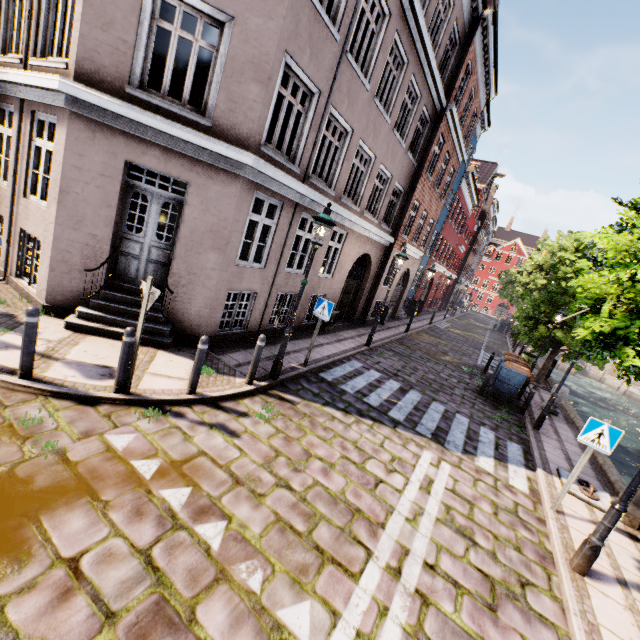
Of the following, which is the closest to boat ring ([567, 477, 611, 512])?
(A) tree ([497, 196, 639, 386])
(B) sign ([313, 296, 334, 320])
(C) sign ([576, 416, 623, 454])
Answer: (C) sign ([576, 416, 623, 454])

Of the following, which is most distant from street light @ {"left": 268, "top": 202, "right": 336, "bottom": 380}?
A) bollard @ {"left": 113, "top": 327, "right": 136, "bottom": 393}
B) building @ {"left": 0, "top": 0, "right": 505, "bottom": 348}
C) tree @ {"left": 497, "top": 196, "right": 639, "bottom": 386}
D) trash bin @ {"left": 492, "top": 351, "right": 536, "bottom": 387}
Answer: bollard @ {"left": 113, "top": 327, "right": 136, "bottom": 393}

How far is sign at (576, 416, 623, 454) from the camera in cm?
548

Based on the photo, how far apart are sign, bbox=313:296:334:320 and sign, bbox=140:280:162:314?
4.2 meters

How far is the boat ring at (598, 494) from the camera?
6.62m

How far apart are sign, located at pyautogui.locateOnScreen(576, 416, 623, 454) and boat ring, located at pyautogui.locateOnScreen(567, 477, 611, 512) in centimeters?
188cm

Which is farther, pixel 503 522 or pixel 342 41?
pixel 342 41

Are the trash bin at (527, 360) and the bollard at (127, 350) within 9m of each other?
no
